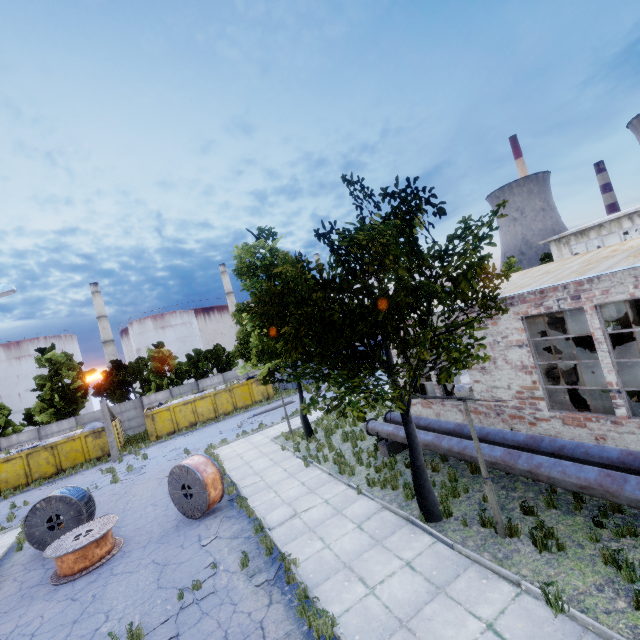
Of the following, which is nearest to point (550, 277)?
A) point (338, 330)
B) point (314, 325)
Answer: point (338, 330)

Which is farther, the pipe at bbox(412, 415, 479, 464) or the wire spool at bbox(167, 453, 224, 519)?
the wire spool at bbox(167, 453, 224, 519)

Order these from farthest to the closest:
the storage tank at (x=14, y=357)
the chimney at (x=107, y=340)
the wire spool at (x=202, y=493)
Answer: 1. the chimney at (x=107, y=340)
2. the storage tank at (x=14, y=357)
3. the wire spool at (x=202, y=493)

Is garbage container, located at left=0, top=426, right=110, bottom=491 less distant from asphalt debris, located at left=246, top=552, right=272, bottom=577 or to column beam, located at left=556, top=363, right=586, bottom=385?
asphalt debris, located at left=246, top=552, right=272, bottom=577

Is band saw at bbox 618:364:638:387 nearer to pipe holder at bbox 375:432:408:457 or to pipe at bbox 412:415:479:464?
pipe at bbox 412:415:479:464

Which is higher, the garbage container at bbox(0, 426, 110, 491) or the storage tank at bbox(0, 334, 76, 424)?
the storage tank at bbox(0, 334, 76, 424)

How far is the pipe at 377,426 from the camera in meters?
11.6 m

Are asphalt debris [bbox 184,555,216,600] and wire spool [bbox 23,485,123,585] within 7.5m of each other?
yes
